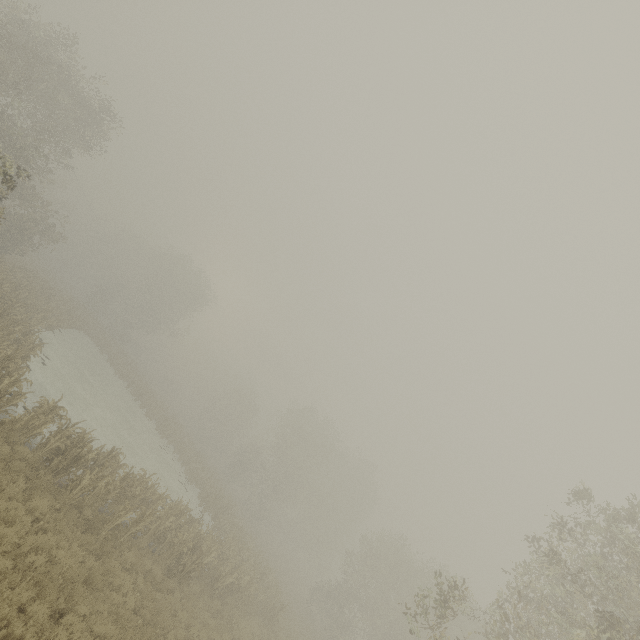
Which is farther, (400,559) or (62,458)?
(400,559)
